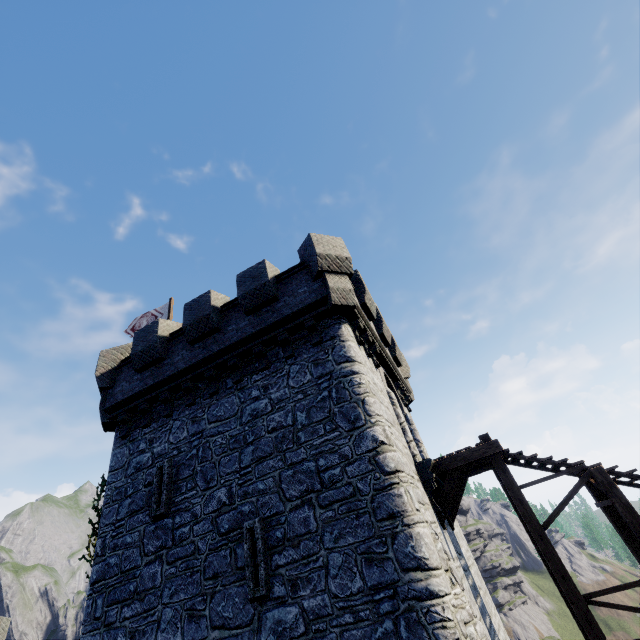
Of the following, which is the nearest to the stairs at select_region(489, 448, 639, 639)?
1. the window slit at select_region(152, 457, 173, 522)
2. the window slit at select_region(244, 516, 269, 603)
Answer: the window slit at select_region(244, 516, 269, 603)

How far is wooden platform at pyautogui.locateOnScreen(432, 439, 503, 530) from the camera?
9.38m

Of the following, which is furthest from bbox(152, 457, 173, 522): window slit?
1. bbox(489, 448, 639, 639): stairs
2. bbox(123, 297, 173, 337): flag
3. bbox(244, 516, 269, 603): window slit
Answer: bbox(489, 448, 639, 639): stairs

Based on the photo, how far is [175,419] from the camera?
11.1 meters

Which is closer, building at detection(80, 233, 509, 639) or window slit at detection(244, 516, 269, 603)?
building at detection(80, 233, 509, 639)

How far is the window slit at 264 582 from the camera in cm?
723

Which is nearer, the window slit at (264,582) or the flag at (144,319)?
the window slit at (264,582)

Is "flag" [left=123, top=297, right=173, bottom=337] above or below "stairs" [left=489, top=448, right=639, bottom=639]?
above
